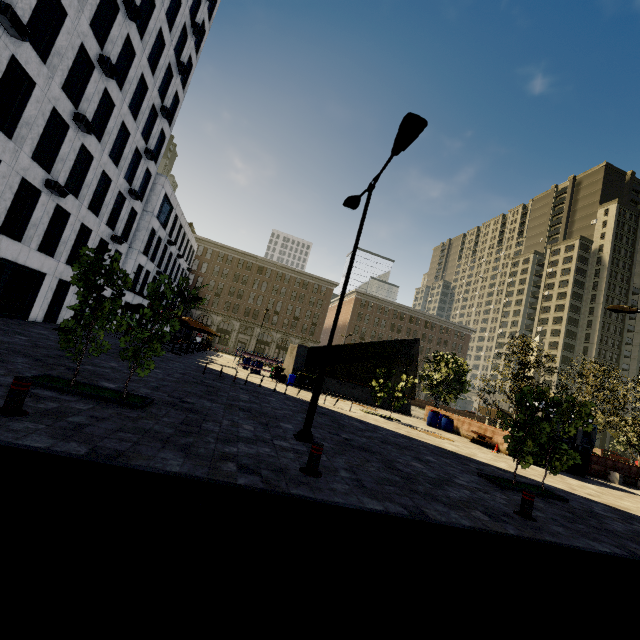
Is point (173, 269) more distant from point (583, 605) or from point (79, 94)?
point (583, 605)

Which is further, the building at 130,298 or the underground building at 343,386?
the building at 130,298

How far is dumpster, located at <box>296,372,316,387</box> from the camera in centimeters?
2362cm

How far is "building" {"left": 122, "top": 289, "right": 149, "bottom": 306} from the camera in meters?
31.2 m

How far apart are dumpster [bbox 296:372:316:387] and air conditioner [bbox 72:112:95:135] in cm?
1917

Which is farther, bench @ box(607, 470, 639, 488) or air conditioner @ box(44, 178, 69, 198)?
bench @ box(607, 470, 639, 488)

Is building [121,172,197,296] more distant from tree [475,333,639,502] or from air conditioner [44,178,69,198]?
tree [475,333,639,502]

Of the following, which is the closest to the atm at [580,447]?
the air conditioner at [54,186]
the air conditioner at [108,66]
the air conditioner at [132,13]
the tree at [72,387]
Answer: the tree at [72,387]
